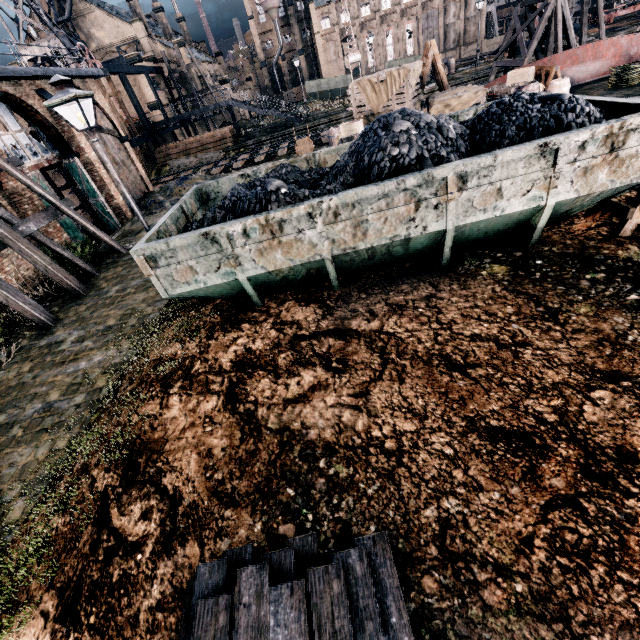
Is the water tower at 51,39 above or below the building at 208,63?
above

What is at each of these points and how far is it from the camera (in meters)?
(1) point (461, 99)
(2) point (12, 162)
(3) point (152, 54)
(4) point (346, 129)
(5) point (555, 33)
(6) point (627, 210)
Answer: (1) wooden chest, 16.50
(2) wooden scaffolding, 13.05
(3) building, 40.09
(4) wooden crate, 18.16
(5) wooden support structure, 22.36
(6) ladder, 6.84

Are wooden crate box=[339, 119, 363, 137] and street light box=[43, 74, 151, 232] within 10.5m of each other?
no

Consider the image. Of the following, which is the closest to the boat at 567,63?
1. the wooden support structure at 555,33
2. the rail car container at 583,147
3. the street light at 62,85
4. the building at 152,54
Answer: the wooden support structure at 555,33

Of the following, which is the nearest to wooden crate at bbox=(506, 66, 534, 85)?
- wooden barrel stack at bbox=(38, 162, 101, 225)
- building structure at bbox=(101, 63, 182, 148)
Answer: wooden barrel stack at bbox=(38, 162, 101, 225)

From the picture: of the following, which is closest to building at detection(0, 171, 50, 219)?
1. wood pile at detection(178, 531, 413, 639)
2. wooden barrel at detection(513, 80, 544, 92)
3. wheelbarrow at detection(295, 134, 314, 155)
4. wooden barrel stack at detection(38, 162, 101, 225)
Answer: wooden barrel stack at detection(38, 162, 101, 225)

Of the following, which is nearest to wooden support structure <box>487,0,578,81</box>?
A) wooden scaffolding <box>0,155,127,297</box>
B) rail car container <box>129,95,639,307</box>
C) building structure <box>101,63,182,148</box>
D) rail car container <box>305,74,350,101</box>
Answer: rail car container <box>129,95,639,307</box>

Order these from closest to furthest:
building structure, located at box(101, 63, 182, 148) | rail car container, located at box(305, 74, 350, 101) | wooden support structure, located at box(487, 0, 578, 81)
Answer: wooden support structure, located at box(487, 0, 578, 81) → building structure, located at box(101, 63, 182, 148) → rail car container, located at box(305, 74, 350, 101)
